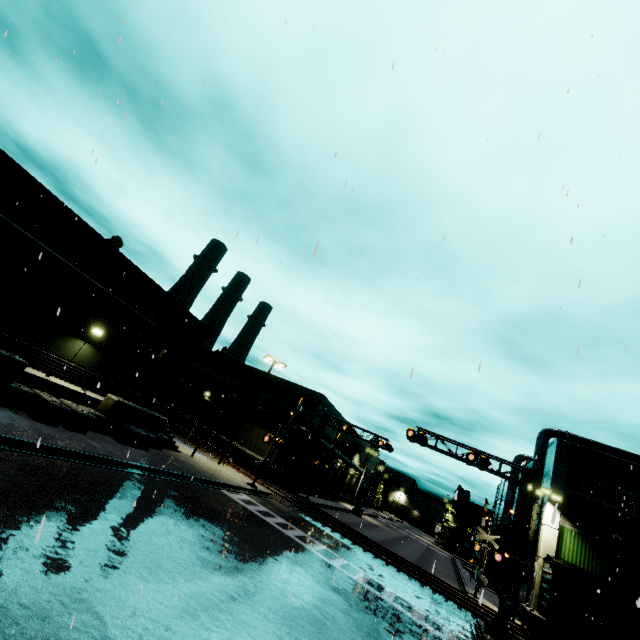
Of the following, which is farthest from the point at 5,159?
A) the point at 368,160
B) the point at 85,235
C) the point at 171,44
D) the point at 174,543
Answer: the point at 174,543

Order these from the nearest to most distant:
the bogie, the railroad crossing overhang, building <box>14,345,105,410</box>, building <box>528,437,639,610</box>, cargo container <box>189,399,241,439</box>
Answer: building <box>14,345,105,410</box>, the railroad crossing overhang, the bogie, building <box>528,437,639,610</box>, cargo container <box>189,399,241,439</box>

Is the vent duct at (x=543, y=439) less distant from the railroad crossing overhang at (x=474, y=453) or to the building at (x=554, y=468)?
the building at (x=554, y=468)

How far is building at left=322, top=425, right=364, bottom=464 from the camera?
44.2m

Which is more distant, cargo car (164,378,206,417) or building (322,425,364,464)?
building (322,425,364,464)

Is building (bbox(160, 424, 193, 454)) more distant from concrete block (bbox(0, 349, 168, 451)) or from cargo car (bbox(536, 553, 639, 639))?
cargo car (bbox(536, 553, 639, 639))

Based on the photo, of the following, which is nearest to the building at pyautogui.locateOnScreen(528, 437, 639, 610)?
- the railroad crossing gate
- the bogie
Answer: the bogie

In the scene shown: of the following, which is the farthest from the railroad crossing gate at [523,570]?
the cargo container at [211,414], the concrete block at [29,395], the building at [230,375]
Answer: the concrete block at [29,395]
